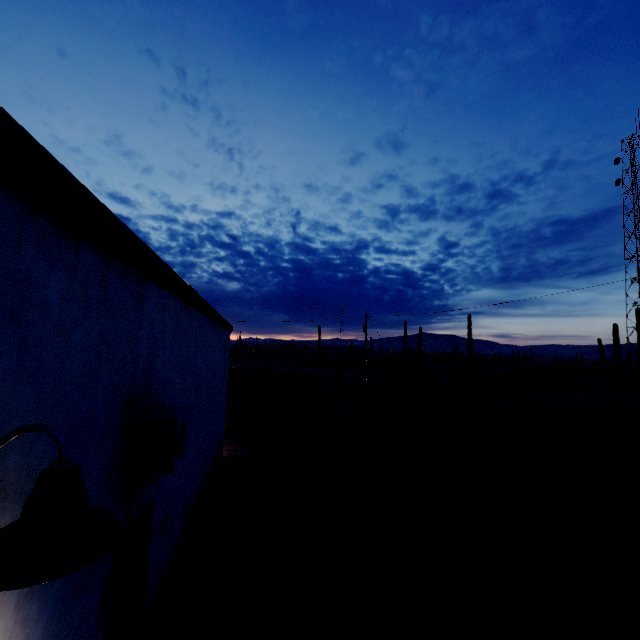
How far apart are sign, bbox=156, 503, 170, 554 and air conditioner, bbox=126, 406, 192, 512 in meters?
1.0 m

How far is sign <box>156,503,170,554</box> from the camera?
4.34m

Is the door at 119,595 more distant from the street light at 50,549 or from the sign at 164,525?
the street light at 50,549

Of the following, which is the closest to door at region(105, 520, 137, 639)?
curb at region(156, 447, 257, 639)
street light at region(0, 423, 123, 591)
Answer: curb at region(156, 447, 257, 639)

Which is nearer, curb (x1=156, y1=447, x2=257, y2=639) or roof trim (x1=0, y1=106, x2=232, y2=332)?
roof trim (x1=0, y1=106, x2=232, y2=332)

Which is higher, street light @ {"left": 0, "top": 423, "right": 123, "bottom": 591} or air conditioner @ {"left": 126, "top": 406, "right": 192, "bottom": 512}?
street light @ {"left": 0, "top": 423, "right": 123, "bottom": 591}

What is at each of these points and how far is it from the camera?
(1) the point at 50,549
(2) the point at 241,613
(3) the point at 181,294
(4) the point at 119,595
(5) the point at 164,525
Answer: (1) street light, 1.06m
(2) curb, 4.99m
(3) roof trim, 4.67m
(4) door, 3.57m
(5) sign, 4.59m

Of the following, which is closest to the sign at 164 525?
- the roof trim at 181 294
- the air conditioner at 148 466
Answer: the air conditioner at 148 466
